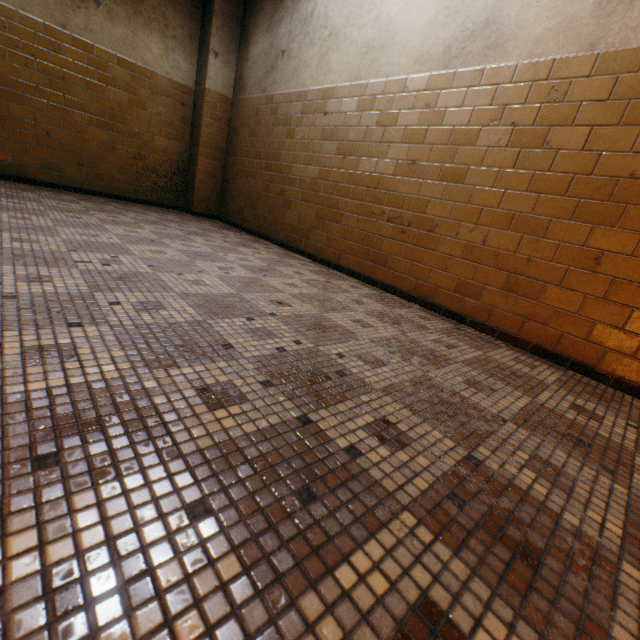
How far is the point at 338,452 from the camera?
0.9 meters
